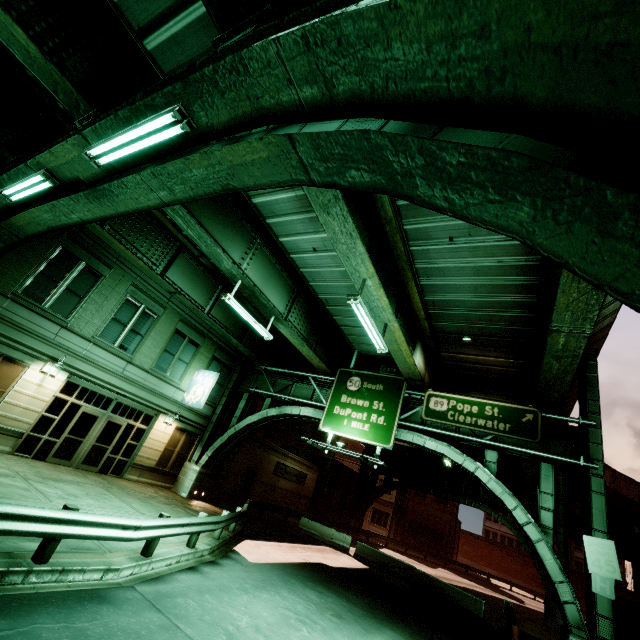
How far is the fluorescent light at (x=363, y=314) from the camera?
9.7 meters

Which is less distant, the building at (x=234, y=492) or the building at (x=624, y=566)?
the building at (x=234, y=492)

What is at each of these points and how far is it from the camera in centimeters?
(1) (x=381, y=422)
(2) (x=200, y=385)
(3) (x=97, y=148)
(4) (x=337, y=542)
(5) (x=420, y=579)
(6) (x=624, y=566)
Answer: (1) sign, 1630cm
(2) sign, 1989cm
(3) fluorescent light, 500cm
(4) barrier, 2312cm
(5) barrier, 1939cm
(6) building, 5297cm

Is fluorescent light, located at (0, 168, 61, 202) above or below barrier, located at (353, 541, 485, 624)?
above

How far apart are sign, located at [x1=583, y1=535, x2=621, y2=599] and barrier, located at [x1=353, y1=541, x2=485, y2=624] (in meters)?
8.83

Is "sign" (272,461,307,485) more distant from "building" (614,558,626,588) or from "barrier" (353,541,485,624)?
"building" (614,558,626,588)

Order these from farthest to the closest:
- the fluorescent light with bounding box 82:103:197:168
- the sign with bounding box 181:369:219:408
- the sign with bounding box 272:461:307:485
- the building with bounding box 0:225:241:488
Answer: the sign with bounding box 272:461:307:485, the sign with bounding box 181:369:219:408, the building with bounding box 0:225:241:488, the fluorescent light with bounding box 82:103:197:168

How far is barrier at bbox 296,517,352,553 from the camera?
22.95m
